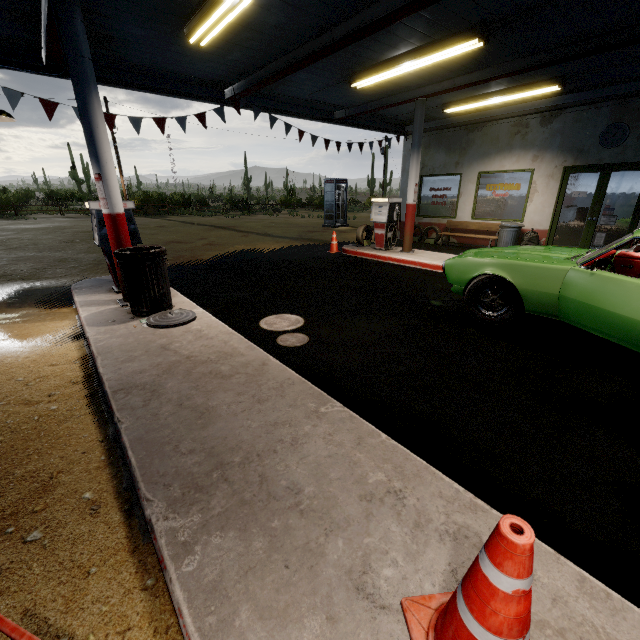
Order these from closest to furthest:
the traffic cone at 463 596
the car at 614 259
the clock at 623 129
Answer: the traffic cone at 463 596 < the car at 614 259 < the clock at 623 129

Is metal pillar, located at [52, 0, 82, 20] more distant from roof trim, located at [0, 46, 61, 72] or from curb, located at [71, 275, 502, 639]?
roof trim, located at [0, 46, 61, 72]

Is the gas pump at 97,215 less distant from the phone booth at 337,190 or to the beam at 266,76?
the beam at 266,76

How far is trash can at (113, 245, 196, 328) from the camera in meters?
4.2

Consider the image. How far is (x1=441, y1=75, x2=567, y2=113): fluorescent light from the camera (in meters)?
7.42

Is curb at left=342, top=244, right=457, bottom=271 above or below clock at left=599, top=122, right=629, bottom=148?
below

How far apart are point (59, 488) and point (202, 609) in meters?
1.4

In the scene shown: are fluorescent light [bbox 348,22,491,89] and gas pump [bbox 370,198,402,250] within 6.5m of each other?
yes
